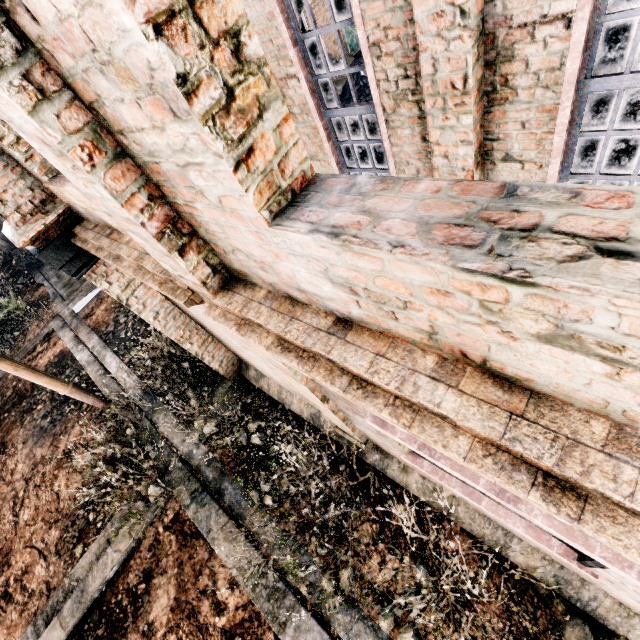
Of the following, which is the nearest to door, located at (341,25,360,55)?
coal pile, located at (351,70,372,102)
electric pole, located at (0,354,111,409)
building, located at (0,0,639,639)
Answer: building, located at (0,0,639,639)

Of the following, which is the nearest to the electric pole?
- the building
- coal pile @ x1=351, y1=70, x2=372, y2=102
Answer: the building

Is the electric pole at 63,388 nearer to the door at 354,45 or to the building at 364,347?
the building at 364,347

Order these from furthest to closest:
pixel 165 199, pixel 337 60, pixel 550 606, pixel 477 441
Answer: pixel 337 60 → pixel 550 606 → pixel 165 199 → pixel 477 441

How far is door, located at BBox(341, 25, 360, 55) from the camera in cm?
1908

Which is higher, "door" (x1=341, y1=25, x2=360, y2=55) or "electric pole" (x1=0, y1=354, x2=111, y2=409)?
"electric pole" (x1=0, y1=354, x2=111, y2=409)

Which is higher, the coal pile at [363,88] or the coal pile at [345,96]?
the coal pile at [363,88]

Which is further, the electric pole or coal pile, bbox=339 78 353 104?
coal pile, bbox=339 78 353 104
